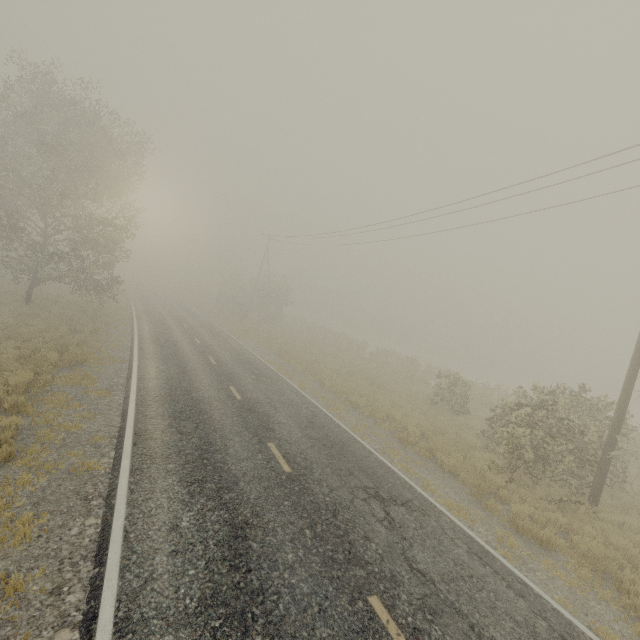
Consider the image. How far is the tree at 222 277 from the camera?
41.8m

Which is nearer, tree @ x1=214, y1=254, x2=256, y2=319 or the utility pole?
the utility pole

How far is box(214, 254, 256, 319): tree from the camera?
41.8m

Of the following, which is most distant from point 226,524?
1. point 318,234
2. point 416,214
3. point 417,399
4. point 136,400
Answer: point 318,234

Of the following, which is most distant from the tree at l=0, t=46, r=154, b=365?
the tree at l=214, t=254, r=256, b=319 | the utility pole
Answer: the utility pole

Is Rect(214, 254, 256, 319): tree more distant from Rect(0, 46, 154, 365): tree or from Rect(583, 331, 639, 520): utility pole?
Rect(583, 331, 639, 520): utility pole

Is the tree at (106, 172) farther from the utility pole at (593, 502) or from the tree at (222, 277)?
the utility pole at (593, 502)

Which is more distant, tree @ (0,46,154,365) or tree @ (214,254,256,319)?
tree @ (214,254,256,319)
